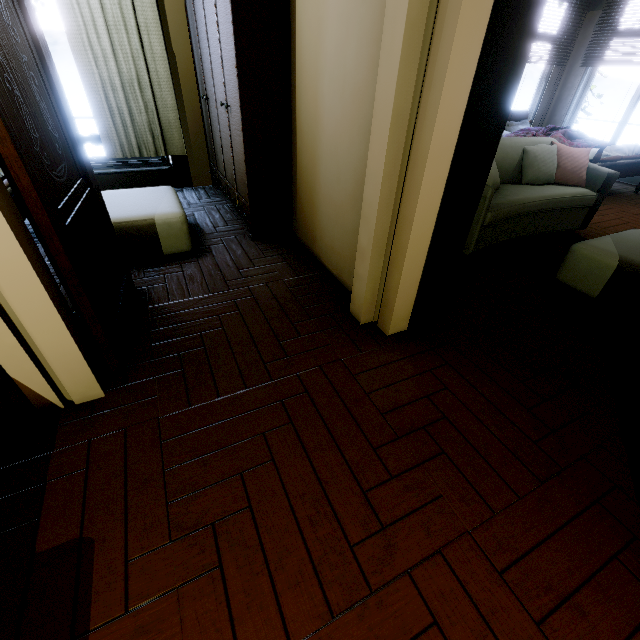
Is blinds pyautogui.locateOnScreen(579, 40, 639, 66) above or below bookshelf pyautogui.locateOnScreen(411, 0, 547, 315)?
above

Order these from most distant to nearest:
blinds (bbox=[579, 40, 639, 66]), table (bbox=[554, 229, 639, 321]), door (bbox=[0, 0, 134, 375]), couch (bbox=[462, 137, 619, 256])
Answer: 1. blinds (bbox=[579, 40, 639, 66])
2. couch (bbox=[462, 137, 619, 256])
3. table (bbox=[554, 229, 639, 321])
4. door (bbox=[0, 0, 134, 375])

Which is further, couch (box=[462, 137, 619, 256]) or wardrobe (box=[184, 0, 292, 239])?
couch (box=[462, 137, 619, 256])

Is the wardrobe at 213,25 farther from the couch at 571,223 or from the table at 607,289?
the table at 607,289

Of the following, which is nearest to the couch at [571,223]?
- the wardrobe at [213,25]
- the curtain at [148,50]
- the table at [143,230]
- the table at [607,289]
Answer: the table at [607,289]

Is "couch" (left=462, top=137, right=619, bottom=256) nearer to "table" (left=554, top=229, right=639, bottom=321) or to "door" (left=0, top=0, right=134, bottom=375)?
"table" (left=554, top=229, right=639, bottom=321)

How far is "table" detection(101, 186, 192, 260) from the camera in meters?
2.5

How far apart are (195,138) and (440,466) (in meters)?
4.69
